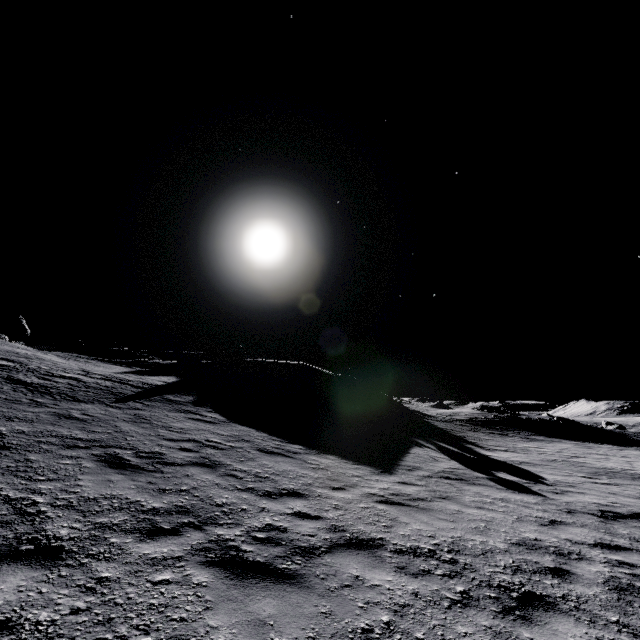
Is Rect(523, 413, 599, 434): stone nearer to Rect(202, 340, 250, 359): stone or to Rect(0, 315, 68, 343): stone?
Rect(202, 340, 250, 359): stone

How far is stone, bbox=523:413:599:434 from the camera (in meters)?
37.47

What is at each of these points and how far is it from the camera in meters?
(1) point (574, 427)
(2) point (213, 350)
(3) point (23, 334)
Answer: (1) stone, 37.8
(2) stone, 54.3
(3) stone, 36.7

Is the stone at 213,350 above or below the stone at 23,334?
above

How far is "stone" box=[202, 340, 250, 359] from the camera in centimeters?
4063cm

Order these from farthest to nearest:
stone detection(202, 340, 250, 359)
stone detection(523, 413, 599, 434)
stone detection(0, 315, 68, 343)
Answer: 1. stone detection(202, 340, 250, 359)
2. stone detection(523, 413, 599, 434)
3. stone detection(0, 315, 68, 343)

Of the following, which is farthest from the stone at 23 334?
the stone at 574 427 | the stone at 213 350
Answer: the stone at 574 427
